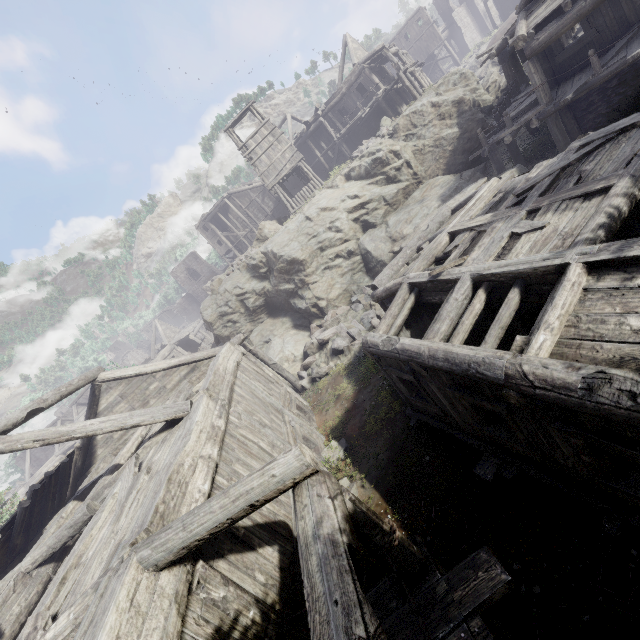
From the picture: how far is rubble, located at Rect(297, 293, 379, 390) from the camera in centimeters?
1522cm

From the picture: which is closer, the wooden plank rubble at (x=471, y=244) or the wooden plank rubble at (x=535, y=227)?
the wooden plank rubble at (x=535, y=227)

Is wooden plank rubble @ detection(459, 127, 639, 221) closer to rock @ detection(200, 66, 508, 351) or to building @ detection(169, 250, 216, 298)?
building @ detection(169, 250, 216, 298)

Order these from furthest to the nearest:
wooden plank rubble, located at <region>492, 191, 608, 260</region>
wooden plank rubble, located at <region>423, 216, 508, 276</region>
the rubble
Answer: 1. the rubble
2. wooden plank rubble, located at <region>423, 216, 508, 276</region>
3. wooden plank rubble, located at <region>492, 191, 608, 260</region>

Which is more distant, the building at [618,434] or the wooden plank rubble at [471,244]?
the wooden plank rubble at [471,244]

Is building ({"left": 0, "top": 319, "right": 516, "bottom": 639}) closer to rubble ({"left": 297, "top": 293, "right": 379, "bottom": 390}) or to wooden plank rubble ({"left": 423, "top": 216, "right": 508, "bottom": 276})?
wooden plank rubble ({"left": 423, "top": 216, "right": 508, "bottom": 276})

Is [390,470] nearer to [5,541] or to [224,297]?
[5,541]

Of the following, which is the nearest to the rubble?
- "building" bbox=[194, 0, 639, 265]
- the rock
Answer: the rock
